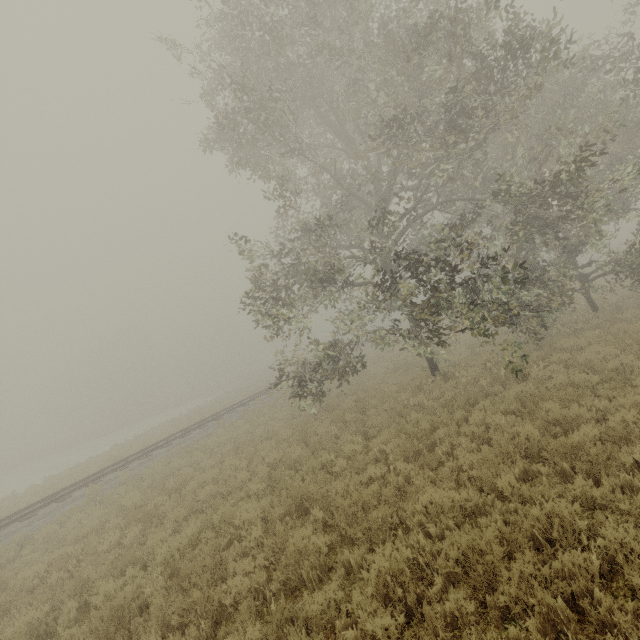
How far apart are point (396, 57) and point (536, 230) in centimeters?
831cm
